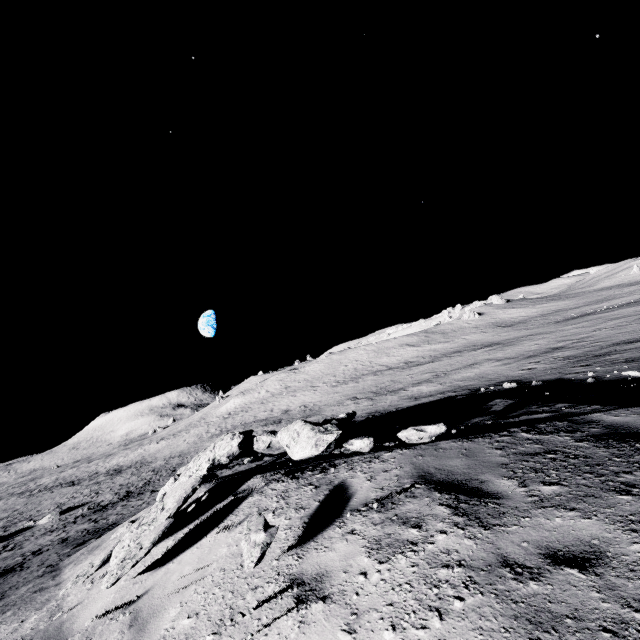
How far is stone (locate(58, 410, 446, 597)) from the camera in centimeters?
486cm

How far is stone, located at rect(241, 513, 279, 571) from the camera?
3.3m

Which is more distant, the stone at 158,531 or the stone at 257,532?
the stone at 158,531

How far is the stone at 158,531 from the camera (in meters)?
4.86

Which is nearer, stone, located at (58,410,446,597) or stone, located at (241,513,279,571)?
stone, located at (241,513,279,571)

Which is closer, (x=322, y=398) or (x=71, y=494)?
(x=71, y=494)
